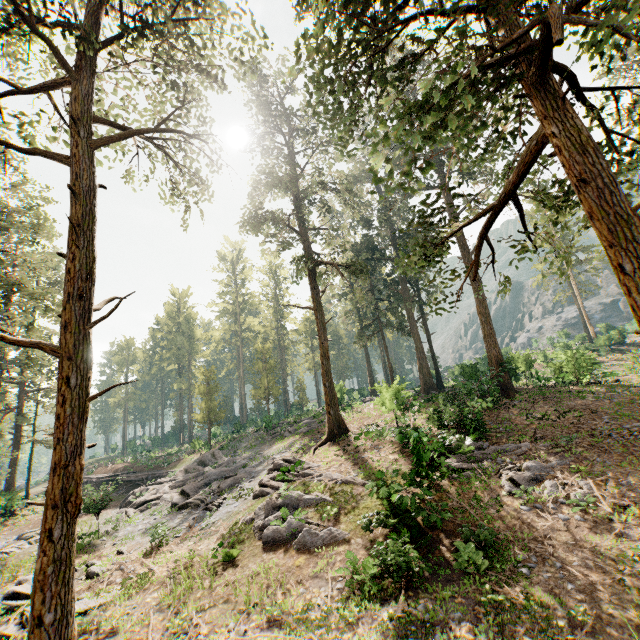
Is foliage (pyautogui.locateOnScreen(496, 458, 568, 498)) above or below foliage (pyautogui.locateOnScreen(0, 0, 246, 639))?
below

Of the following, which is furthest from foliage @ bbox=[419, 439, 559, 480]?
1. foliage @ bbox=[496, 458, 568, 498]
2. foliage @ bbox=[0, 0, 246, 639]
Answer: foliage @ bbox=[0, 0, 246, 639]

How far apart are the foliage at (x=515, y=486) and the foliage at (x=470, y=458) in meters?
0.8

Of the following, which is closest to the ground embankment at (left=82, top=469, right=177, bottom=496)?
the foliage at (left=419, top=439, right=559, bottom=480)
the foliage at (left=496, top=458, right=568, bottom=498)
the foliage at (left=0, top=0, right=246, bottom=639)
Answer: the foliage at (left=0, top=0, right=246, bottom=639)

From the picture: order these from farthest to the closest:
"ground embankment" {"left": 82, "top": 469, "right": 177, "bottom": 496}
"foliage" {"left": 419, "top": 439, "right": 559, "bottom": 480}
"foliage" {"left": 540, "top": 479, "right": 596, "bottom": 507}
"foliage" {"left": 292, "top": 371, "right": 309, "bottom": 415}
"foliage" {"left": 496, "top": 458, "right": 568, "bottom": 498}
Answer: "foliage" {"left": 292, "top": 371, "right": 309, "bottom": 415} → "ground embankment" {"left": 82, "top": 469, "right": 177, "bottom": 496} → "foliage" {"left": 419, "top": 439, "right": 559, "bottom": 480} → "foliage" {"left": 496, "top": 458, "right": 568, "bottom": 498} → "foliage" {"left": 540, "top": 479, "right": 596, "bottom": 507}

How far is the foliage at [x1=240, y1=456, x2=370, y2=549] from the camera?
12.8 meters

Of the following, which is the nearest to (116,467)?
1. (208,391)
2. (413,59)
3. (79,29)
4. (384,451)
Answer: (208,391)

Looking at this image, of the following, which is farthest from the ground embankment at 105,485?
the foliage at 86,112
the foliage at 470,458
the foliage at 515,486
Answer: the foliage at 515,486
